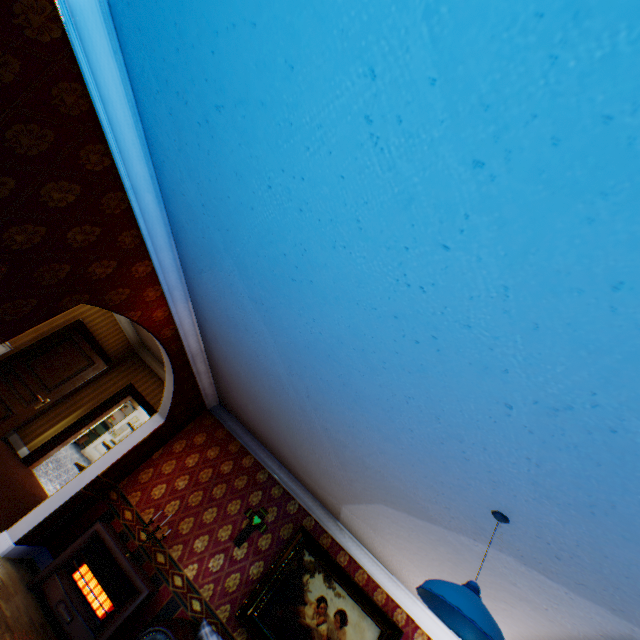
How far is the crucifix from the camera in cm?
496

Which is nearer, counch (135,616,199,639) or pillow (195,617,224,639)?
counch (135,616,199,639)

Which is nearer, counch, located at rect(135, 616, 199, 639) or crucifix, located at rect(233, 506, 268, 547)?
counch, located at rect(135, 616, 199, 639)

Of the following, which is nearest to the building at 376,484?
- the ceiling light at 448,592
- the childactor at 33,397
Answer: the childactor at 33,397

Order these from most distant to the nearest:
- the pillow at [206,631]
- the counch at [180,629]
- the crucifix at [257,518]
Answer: the crucifix at [257,518] < the pillow at [206,631] < the counch at [180,629]

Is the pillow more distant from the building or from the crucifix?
the crucifix

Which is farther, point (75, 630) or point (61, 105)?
point (75, 630)

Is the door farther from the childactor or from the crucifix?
the crucifix
